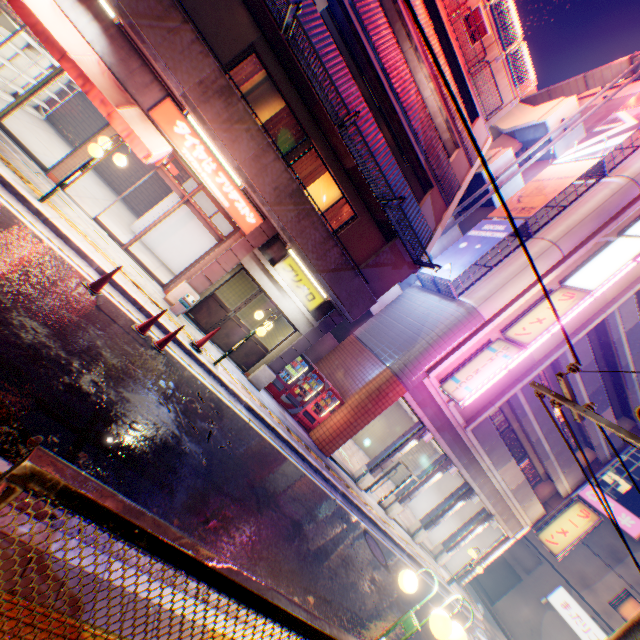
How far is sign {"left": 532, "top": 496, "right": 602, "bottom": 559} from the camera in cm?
1783

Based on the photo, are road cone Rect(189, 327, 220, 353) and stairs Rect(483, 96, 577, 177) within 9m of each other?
no

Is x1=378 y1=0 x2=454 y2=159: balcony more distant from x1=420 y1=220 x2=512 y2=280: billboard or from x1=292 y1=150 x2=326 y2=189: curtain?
x1=292 y1=150 x2=326 y2=189: curtain

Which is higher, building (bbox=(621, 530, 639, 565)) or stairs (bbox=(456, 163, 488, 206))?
Result: stairs (bbox=(456, 163, 488, 206))

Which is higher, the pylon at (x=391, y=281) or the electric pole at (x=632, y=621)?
the pylon at (x=391, y=281)

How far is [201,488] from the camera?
5.7m

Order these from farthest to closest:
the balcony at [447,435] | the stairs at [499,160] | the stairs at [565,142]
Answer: the stairs at [565,142], the stairs at [499,160], the balcony at [447,435]

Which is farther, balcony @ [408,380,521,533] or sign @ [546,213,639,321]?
balcony @ [408,380,521,533]
